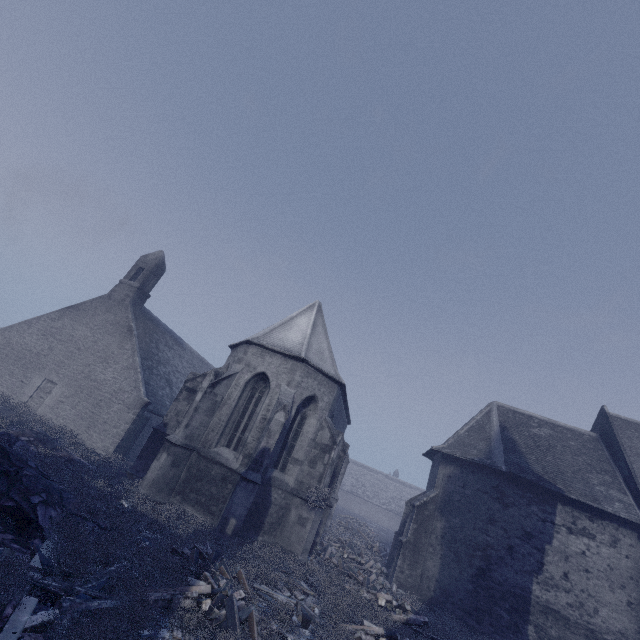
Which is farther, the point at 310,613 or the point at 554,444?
the point at 554,444
